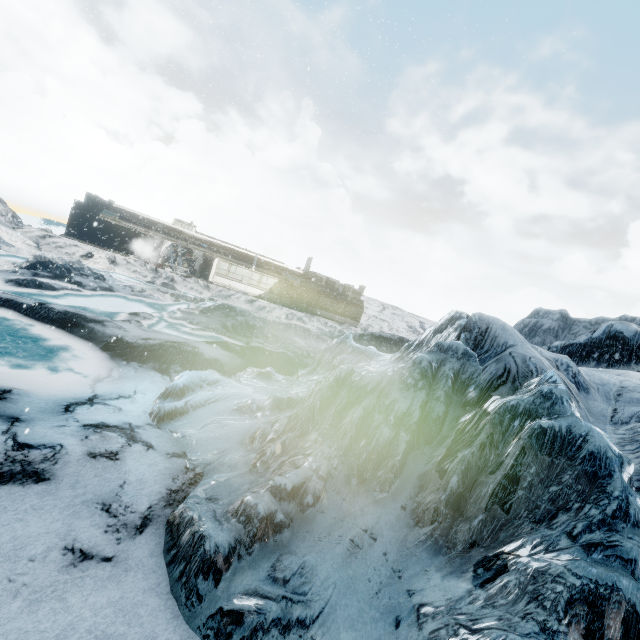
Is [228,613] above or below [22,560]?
above
